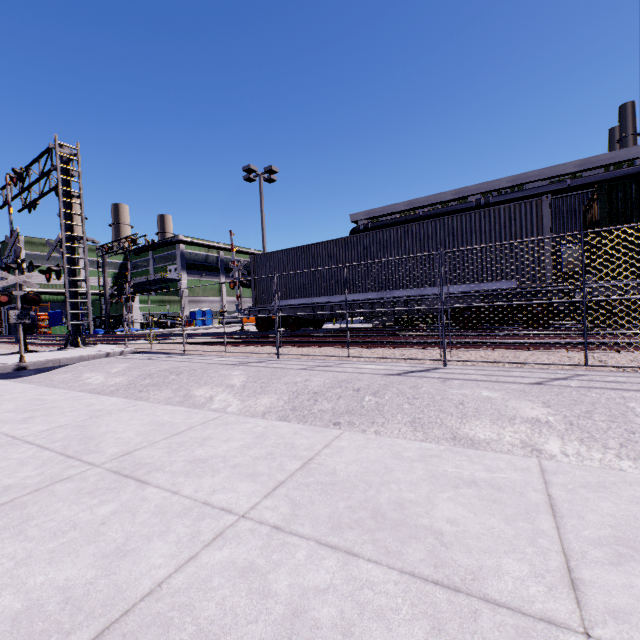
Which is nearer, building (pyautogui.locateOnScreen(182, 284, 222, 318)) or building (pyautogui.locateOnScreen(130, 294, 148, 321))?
building (pyautogui.locateOnScreen(130, 294, 148, 321))

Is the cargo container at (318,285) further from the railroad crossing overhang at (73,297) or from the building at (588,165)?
the railroad crossing overhang at (73,297)

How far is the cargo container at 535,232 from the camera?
9.66m

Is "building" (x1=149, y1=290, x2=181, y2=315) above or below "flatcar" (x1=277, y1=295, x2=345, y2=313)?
above

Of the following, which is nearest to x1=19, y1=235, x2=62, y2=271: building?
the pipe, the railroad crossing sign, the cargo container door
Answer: the pipe

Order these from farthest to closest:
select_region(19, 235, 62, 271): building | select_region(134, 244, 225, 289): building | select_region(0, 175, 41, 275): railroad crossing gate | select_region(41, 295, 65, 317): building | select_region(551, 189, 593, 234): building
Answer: select_region(134, 244, 225, 289): building, select_region(41, 295, 65, 317): building, select_region(19, 235, 62, 271): building, select_region(551, 189, 593, 234): building, select_region(0, 175, 41, 275): railroad crossing gate

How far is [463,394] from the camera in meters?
4.2
